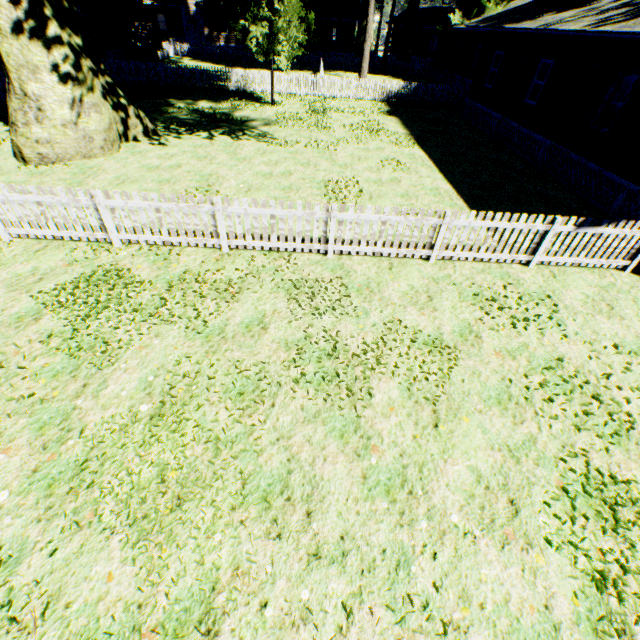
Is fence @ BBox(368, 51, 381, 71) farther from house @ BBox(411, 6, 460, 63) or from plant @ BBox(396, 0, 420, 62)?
house @ BBox(411, 6, 460, 63)

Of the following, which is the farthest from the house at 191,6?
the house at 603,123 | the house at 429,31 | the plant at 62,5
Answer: the house at 603,123

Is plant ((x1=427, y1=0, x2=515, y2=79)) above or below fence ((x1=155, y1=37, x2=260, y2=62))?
above

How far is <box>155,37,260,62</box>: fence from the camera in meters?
36.4 m

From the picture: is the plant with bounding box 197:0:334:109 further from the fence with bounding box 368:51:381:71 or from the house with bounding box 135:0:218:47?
the house with bounding box 135:0:218:47

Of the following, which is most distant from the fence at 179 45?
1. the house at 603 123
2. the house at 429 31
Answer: the house at 429 31

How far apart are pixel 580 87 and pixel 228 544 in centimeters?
1778cm

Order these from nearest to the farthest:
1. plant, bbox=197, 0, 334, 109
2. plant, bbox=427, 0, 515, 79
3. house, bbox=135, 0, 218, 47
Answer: plant, bbox=197, 0, 334, 109
plant, bbox=427, 0, 515, 79
house, bbox=135, 0, 218, 47
